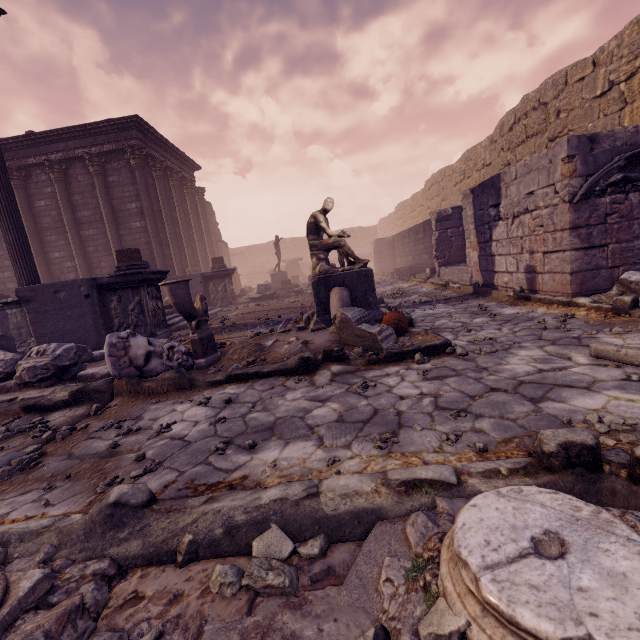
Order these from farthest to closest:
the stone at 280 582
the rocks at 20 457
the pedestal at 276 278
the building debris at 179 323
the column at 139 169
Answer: the pedestal at 276 278, the column at 139 169, the building debris at 179 323, the rocks at 20 457, the stone at 280 582

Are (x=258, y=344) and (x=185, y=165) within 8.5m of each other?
no

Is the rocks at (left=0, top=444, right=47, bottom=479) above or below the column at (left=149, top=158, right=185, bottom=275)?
below

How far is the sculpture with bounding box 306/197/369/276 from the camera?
5.52m

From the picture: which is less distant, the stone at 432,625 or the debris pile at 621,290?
the stone at 432,625

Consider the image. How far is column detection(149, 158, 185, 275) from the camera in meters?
14.8

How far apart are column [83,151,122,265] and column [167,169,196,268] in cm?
309

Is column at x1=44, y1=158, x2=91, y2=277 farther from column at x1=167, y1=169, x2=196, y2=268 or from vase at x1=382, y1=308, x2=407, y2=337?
vase at x1=382, y1=308, x2=407, y2=337
